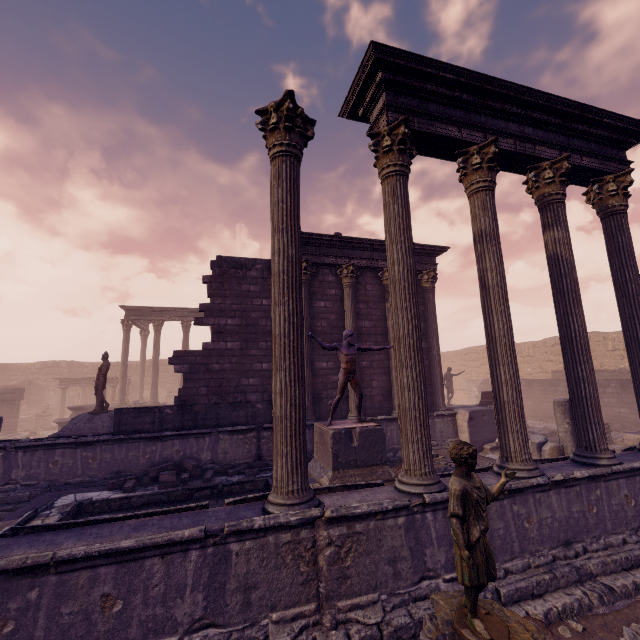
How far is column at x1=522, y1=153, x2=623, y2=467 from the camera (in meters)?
5.44

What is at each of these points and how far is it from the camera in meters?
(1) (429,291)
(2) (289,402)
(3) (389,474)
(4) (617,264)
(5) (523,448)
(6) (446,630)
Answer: (1) column, 12.8 m
(2) column, 4.0 m
(3) pedestal, 7.0 m
(4) column, 6.6 m
(5) column, 4.9 m
(6) column base, 2.4 m

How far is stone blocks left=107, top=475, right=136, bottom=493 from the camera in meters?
7.7

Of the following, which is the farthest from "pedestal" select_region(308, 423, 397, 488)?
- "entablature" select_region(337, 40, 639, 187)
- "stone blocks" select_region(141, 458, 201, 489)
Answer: "entablature" select_region(337, 40, 639, 187)

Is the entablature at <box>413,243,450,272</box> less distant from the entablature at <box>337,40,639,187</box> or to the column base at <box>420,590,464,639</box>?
the entablature at <box>337,40,639,187</box>

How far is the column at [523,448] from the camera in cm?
495

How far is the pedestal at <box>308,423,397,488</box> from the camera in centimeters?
677cm

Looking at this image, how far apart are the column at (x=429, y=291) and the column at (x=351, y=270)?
2.51m
